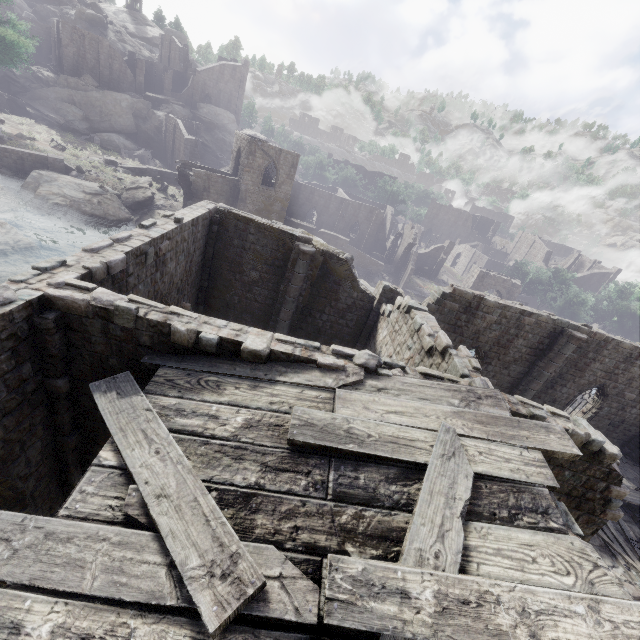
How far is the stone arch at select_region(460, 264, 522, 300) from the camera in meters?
47.2

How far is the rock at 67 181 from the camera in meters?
29.8 m

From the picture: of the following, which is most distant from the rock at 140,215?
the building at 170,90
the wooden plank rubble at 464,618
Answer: the wooden plank rubble at 464,618

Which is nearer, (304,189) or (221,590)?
(221,590)

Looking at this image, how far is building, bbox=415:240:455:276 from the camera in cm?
5591

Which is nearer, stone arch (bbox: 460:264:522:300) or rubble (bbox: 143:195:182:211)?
rubble (bbox: 143:195:182:211)

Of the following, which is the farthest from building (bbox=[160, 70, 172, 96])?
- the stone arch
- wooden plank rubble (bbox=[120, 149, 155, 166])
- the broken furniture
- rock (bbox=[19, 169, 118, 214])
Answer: wooden plank rubble (bbox=[120, 149, 155, 166])

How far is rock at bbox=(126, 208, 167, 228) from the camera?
33.1m
